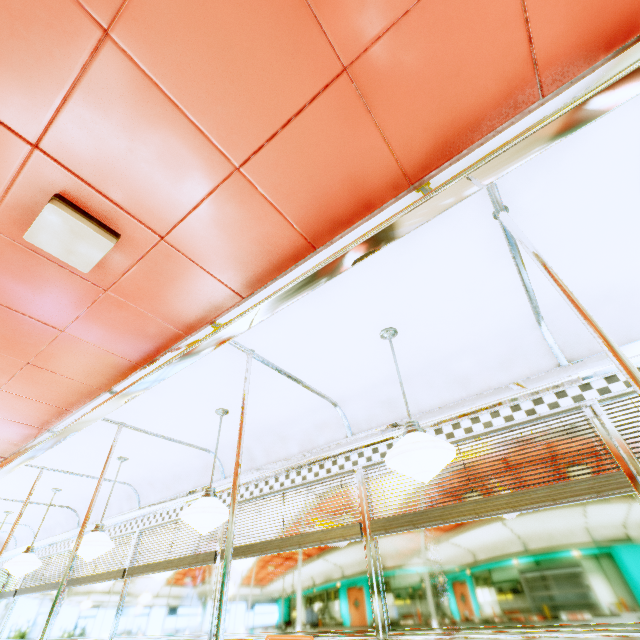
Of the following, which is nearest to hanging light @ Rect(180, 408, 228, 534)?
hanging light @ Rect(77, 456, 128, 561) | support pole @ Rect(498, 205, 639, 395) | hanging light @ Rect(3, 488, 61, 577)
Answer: hanging light @ Rect(77, 456, 128, 561)

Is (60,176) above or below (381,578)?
above

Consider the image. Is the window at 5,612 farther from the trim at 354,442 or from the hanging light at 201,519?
the hanging light at 201,519

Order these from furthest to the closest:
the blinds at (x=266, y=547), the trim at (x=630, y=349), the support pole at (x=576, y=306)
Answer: the blinds at (x=266, y=547) → the trim at (x=630, y=349) → the support pole at (x=576, y=306)

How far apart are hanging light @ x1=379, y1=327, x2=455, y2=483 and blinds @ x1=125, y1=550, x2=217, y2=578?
2.99m

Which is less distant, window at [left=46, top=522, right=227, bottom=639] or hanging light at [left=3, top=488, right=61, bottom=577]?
window at [left=46, top=522, right=227, bottom=639]

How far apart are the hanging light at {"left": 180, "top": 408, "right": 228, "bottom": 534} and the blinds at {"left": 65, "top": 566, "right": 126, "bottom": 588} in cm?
299

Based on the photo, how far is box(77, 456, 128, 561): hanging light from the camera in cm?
349
